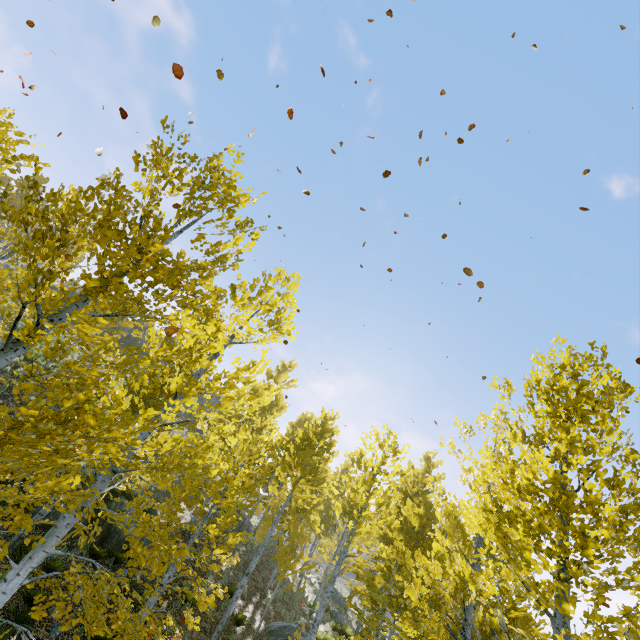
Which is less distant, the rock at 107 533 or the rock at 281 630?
the rock at 107 533

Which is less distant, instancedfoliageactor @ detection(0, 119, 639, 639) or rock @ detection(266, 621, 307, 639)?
instancedfoliageactor @ detection(0, 119, 639, 639)

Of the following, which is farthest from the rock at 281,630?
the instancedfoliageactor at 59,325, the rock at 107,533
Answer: the rock at 107,533

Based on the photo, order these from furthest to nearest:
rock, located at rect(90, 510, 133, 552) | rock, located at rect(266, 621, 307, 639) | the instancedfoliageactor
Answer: rock, located at rect(266, 621, 307, 639) < rock, located at rect(90, 510, 133, 552) < the instancedfoliageactor

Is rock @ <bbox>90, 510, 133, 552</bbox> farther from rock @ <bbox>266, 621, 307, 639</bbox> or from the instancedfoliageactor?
rock @ <bbox>266, 621, 307, 639</bbox>

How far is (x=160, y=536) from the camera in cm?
491

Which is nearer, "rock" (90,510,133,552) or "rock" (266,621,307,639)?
"rock" (90,510,133,552)
